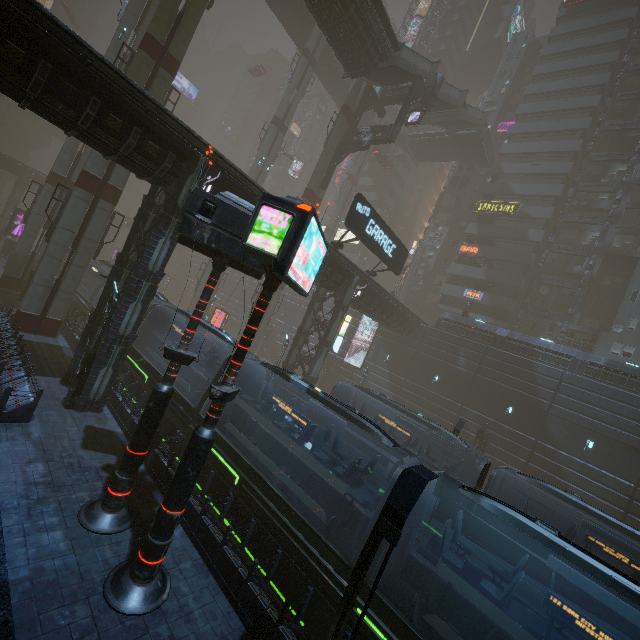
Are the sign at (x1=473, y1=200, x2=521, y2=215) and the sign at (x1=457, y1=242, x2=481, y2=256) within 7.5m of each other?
yes

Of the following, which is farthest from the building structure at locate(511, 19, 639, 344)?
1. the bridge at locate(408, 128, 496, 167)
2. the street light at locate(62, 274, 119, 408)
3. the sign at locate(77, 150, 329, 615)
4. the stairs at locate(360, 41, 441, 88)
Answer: the street light at locate(62, 274, 119, 408)

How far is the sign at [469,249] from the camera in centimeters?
4216cm

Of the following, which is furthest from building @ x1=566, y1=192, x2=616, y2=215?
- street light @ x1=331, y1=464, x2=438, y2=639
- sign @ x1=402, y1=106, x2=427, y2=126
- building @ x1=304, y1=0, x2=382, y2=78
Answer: building @ x1=304, y1=0, x2=382, y2=78

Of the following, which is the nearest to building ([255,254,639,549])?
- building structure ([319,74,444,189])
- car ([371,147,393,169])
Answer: car ([371,147,393,169])

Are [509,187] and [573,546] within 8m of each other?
no

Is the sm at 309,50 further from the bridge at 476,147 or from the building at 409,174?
the bridge at 476,147

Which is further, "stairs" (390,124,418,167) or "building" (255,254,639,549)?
"stairs" (390,124,418,167)
